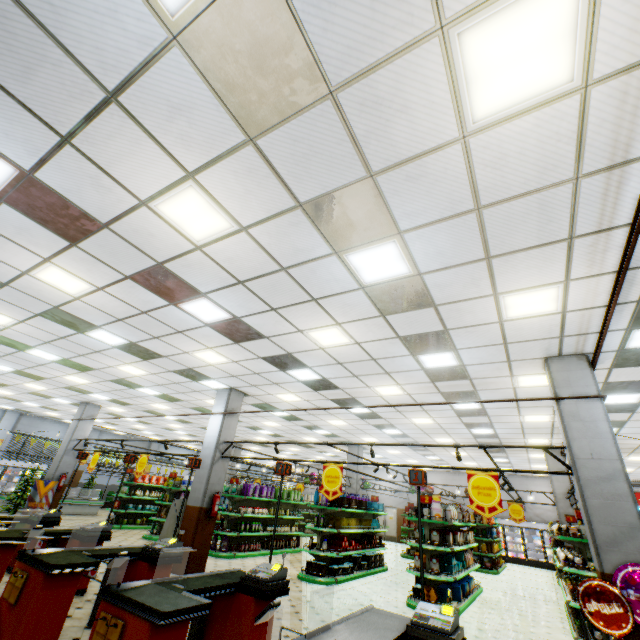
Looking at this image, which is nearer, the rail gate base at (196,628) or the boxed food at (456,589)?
the rail gate base at (196,628)

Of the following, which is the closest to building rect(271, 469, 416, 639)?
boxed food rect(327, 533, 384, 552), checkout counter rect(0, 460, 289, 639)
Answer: checkout counter rect(0, 460, 289, 639)

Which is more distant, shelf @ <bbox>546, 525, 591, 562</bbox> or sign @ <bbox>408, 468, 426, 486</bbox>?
shelf @ <bbox>546, 525, 591, 562</bbox>

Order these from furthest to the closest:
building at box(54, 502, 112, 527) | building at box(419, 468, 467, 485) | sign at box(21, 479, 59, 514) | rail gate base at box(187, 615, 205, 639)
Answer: building at box(419, 468, 467, 485), building at box(54, 502, 112, 527), sign at box(21, 479, 59, 514), rail gate base at box(187, 615, 205, 639)

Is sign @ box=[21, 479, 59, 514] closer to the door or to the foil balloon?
the foil balloon

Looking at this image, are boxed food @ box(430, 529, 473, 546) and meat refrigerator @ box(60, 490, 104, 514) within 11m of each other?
no

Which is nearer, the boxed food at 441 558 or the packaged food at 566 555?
the packaged food at 566 555

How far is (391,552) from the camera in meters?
17.9
